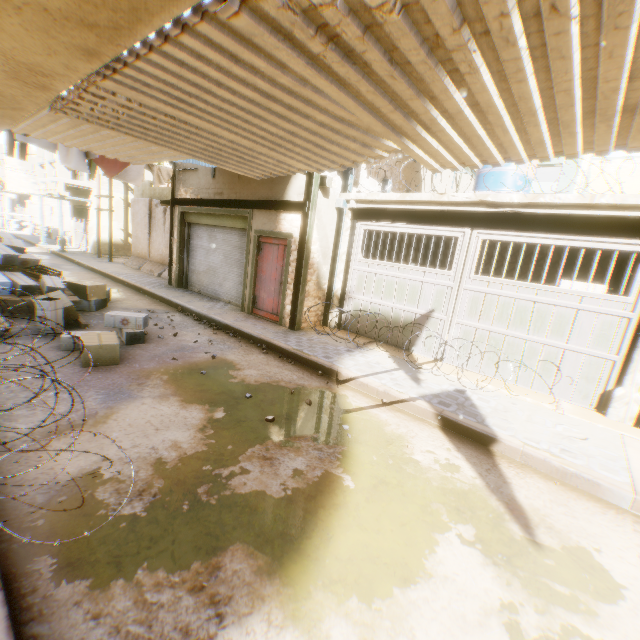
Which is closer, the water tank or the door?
the door

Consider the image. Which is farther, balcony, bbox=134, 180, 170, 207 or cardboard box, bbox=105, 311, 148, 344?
balcony, bbox=134, 180, 170, 207

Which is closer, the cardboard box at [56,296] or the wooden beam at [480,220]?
the wooden beam at [480,220]

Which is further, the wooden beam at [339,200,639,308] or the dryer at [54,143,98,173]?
the dryer at [54,143,98,173]

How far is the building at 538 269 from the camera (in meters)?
10.62

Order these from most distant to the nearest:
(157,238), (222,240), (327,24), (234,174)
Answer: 1. (157,238)
2. (222,240)
3. (234,174)
4. (327,24)

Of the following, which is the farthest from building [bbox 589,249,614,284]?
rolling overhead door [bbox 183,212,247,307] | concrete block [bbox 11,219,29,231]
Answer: concrete block [bbox 11,219,29,231]

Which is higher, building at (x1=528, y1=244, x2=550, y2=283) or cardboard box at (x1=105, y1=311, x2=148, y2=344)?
building at (x1=528, y1=244, x2=550, y2=283)
